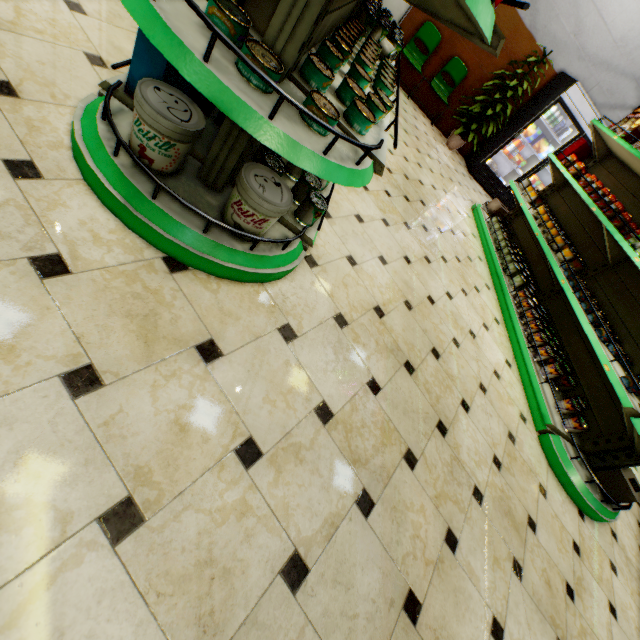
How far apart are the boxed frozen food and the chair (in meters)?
2.01

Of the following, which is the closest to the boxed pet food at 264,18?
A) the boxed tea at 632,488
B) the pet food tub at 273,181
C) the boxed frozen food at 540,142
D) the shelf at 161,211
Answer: the shelf at 161,211

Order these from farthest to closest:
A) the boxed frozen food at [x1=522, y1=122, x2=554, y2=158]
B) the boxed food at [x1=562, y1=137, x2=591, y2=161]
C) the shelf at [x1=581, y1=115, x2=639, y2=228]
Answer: the boxed frozen food at [x1=522, y1=122, x2=554, y2=158] → the boxed food at [x1=562, y1=137, x2=591, y2=161] → the shelf at [x1=581, y1=115, x2=639, y2=228]

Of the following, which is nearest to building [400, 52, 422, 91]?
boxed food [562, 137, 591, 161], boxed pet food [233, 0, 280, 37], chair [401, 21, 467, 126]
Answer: chair [401, 21, 467, 126]

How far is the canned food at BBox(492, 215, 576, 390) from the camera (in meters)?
3.42

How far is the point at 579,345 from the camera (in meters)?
3.69

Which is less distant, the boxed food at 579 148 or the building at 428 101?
the boxed food at 579 148
